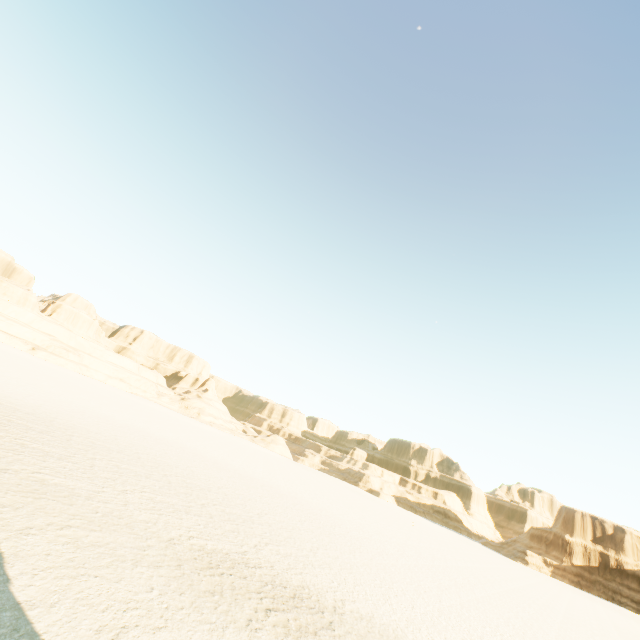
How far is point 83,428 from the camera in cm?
1930
